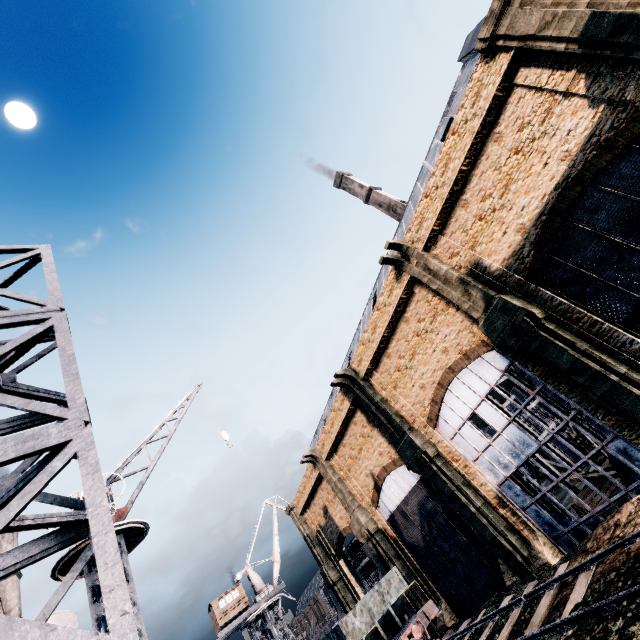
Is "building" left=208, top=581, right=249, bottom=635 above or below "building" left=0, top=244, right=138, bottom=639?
above

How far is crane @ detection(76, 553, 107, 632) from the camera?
10.75m

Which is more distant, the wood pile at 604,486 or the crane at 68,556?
the wood pile at 604,486

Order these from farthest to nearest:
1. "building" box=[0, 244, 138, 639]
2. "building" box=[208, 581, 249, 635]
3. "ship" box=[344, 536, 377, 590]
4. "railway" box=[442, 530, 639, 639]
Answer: "ship" box=[344, 536, 377, 590]
"building" box=[208, 581, 249, 635]
"railway" box=[442, 530, 639, 639]
"building" box=[0, 244, 138, 639]

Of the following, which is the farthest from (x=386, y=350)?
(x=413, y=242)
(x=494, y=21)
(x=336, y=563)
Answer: (x=336, y=563)

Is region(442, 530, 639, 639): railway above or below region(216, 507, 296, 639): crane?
below

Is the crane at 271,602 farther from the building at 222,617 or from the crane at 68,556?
the crane at 68,556

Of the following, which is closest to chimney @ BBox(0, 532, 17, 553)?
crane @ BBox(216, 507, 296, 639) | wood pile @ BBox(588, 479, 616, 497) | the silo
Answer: crane @ BBox(216, 507, 296, 639)
